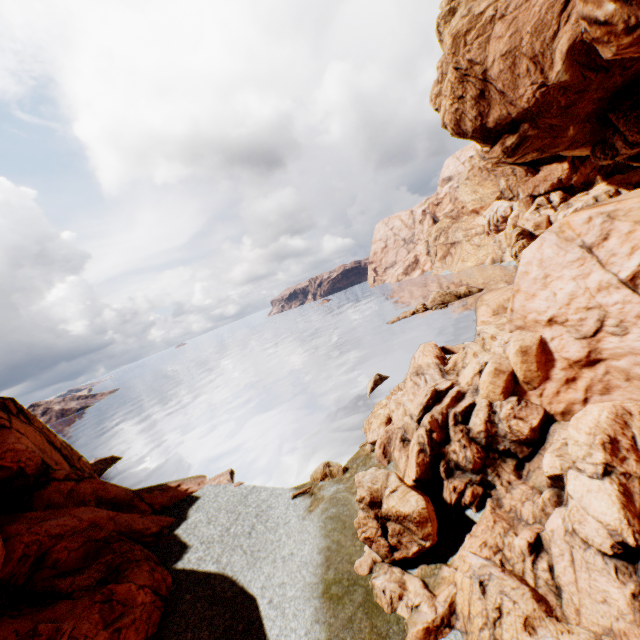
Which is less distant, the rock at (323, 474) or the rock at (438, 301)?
the rock at (323, 474)

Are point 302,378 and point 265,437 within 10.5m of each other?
no

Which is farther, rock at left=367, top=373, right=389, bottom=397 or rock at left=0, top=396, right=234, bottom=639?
rock at left=367, top=373, right=389, bottom=397

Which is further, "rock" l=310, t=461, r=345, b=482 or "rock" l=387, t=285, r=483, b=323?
"rock" l=387, t=285, r=483, b=323

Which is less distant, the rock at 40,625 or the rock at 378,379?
the rock at 40,625

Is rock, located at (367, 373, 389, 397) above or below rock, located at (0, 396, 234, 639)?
below
